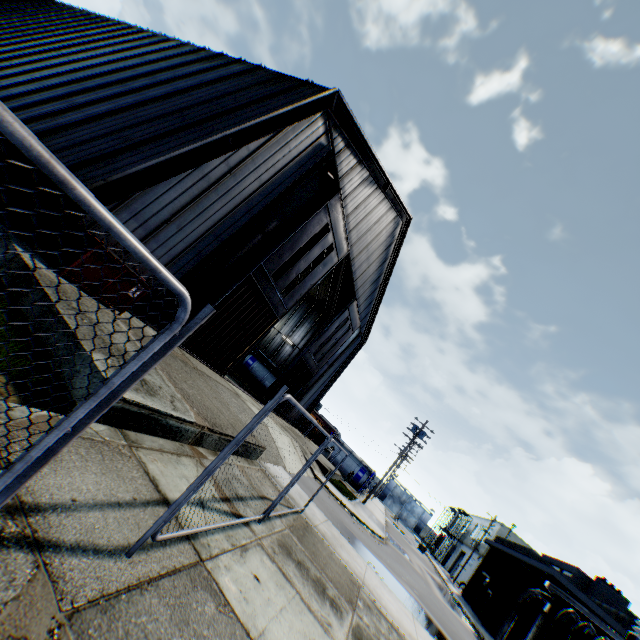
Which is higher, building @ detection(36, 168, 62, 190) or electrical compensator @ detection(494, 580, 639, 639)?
electrical compensator @ detection(494, 580, 639, 639)

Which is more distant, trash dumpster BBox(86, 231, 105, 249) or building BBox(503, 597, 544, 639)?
building BBox(503, 597, 544, 639)

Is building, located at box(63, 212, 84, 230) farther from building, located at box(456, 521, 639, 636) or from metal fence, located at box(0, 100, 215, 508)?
building, located at box(456, 521, 639, 636)

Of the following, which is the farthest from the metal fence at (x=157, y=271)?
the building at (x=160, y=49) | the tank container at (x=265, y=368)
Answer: the tank container at (x=265, y=368)

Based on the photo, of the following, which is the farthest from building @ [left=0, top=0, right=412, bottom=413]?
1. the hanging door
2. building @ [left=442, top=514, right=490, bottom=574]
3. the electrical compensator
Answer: building @ [left=442, top=514, right=490, bottom=574]

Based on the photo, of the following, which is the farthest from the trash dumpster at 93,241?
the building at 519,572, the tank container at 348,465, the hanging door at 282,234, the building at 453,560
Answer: the building at 453,560

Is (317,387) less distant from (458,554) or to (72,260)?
(72,260)

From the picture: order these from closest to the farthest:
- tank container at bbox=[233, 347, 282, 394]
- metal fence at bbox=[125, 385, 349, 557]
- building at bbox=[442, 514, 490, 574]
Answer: metal fence at bbox=[125, 385, 349, 557]
tank container at bbox=[233, 347, 282, 394]
building at bbox=[442, 514, 490, 574]
